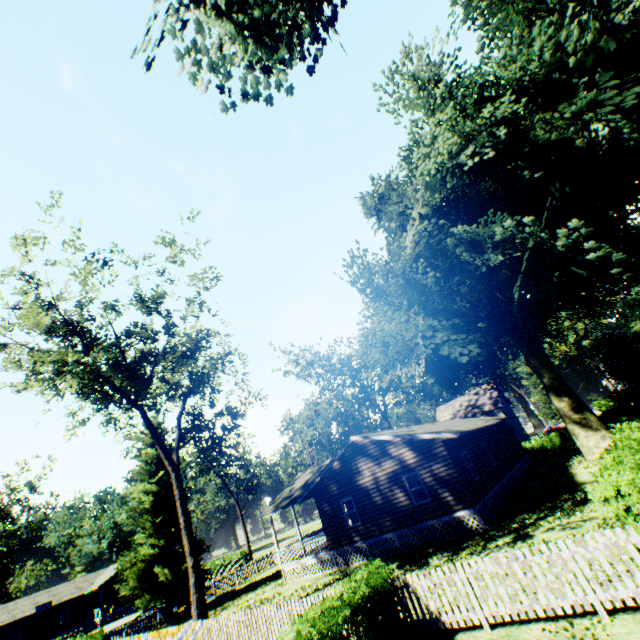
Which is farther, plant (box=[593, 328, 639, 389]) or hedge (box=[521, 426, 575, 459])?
Result: hedge (box=[521, 426, 575, 459])

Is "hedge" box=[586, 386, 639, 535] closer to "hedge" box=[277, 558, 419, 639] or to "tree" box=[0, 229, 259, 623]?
"hedge" box=[277, 558, 419, 639]

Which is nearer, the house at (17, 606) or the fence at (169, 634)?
the fence at (169, 634)

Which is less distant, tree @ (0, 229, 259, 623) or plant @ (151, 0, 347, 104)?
plant @ (151, 0, 347, 104)

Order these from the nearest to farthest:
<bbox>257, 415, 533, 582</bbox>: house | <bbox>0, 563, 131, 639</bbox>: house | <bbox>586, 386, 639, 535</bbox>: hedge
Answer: <bbox>586, 386, 639, 535</bbox>: hedge → <bbox>257, 415, 533, 582</bbox>: house → <bbox>0, 563, 131, 639</bbox>: house

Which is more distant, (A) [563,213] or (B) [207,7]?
(A) [563,213]

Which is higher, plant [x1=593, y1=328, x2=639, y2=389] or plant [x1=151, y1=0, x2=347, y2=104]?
plant [x1=151, y1=0, x2=347, y2=104]

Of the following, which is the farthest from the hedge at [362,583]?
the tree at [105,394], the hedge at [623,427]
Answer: the tree at [105,394]
